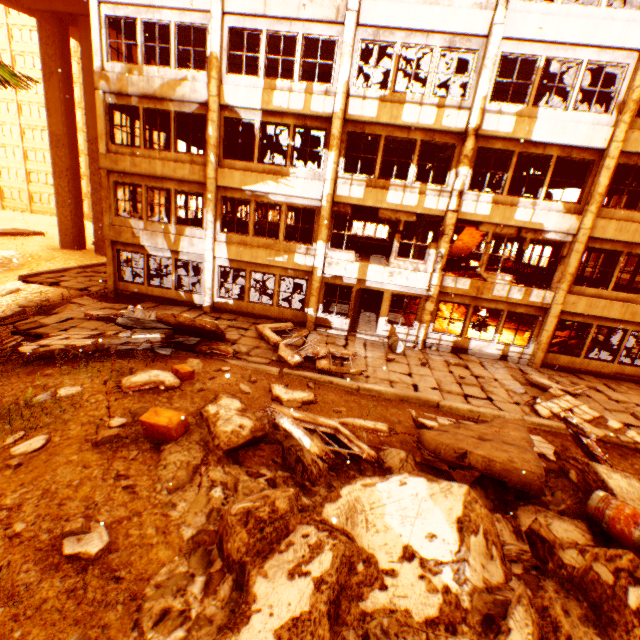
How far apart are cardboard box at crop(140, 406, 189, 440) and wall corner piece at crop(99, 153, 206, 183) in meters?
10.9 m

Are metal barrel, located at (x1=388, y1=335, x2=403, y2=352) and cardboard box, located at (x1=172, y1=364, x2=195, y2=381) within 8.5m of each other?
yes

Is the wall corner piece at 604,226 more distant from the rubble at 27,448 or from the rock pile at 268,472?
the rock pile at 268,472

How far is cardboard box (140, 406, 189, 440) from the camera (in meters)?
5.52

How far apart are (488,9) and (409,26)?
2.7m

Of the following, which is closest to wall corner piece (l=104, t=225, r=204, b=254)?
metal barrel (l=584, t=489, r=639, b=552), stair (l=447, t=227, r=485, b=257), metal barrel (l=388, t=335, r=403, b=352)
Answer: metal barrel (l=388, t=335, r=403, b=352)

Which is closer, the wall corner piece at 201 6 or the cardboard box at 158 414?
the cardboard box at 158 414

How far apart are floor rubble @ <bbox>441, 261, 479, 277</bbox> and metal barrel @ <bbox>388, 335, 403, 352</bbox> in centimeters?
909cm
